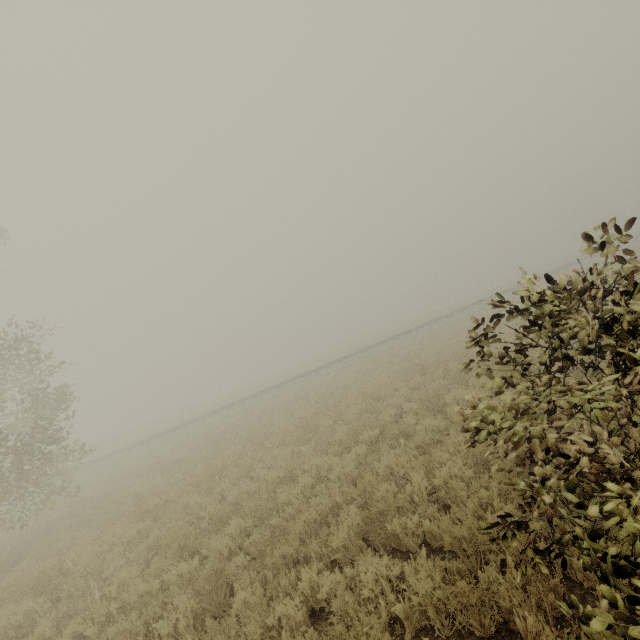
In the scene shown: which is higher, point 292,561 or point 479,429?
point 479,429
